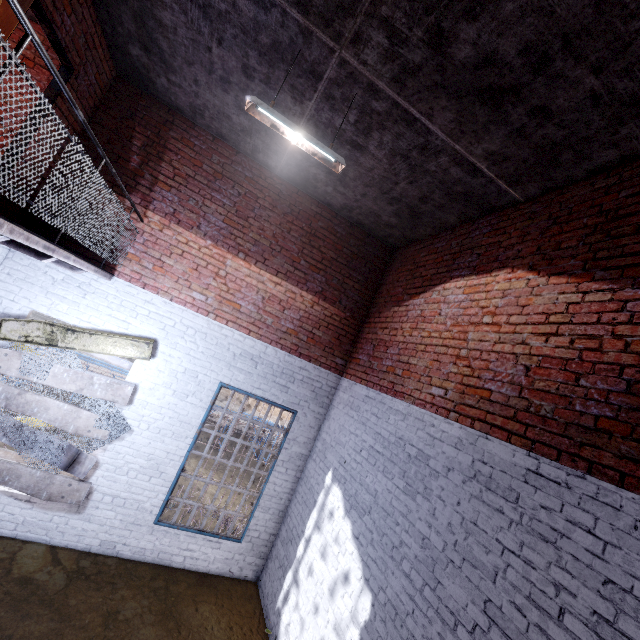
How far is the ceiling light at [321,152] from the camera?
3.29m

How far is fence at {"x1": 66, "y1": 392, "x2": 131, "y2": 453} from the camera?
4.93m

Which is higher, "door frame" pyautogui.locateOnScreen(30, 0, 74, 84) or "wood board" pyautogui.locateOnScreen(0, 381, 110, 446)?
"door frame" pyautogui.locateOnScreen(30, 0, 74, 84)

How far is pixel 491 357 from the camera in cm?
360

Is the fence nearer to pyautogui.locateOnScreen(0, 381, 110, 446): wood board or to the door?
pyautogui.locateOnScreen(0, 381, 110, 446): wood board

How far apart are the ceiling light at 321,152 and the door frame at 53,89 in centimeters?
234cm

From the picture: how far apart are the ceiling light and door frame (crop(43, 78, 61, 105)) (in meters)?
2.34

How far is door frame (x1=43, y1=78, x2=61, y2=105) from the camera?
4.1m
